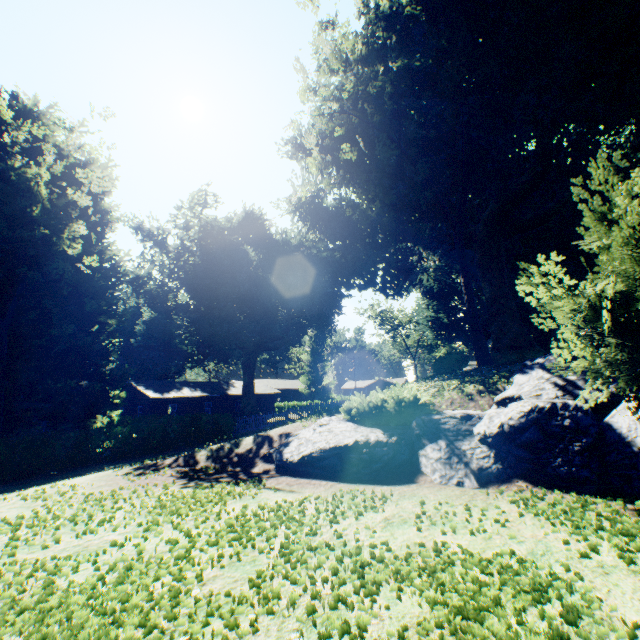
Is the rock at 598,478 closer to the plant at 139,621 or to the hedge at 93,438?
the plant at 139,621

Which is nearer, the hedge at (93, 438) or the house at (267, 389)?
the hedge at (93, 438)

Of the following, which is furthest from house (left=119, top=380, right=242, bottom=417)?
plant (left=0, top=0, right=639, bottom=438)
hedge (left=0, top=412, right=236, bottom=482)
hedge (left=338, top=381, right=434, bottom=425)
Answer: hedge (left=338, top=381, right=434, bottom=425)

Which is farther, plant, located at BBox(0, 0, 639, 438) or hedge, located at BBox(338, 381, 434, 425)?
plant, located at BBox(0, 0, 639, 438)

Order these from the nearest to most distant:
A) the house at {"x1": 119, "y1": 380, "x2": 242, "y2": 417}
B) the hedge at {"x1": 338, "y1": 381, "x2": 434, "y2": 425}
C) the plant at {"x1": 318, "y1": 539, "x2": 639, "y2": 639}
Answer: the plant at {"x1": 318, "y1": 539, "x2": 639, "y2": 639} < the hedge at {"x1": 338, "y1": 381, "x2": 434, "y2": 425} < the house at {"x1": 119, "y1": 380, "x2": 242, "y2": 417}

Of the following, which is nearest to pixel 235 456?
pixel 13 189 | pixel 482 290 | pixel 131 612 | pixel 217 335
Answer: pixel 131 612

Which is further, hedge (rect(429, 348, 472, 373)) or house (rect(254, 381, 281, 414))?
house (rect(254, 381, 281, 414))

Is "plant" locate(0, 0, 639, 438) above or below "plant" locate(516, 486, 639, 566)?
above
